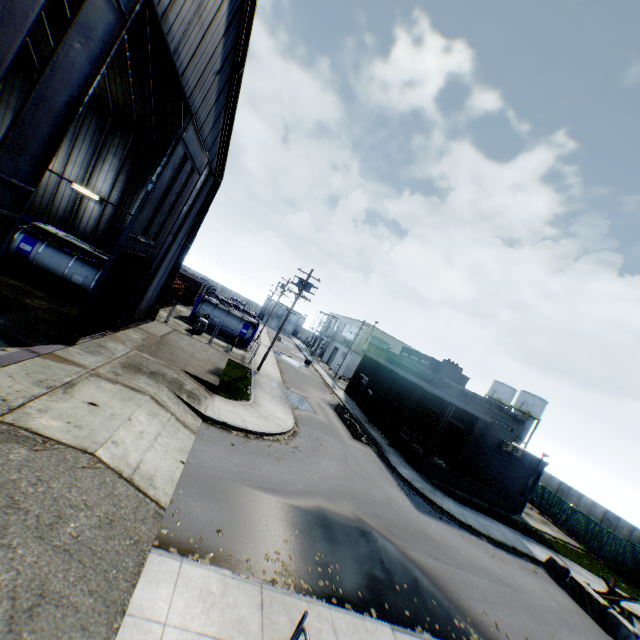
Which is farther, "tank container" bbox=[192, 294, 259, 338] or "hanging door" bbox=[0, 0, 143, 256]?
"tank container" bbox=[192, 294, 259, 338]

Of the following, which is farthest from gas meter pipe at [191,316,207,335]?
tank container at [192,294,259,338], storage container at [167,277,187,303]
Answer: storage container at [167,277,187,303]

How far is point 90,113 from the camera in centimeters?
1953cm

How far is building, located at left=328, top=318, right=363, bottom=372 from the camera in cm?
5436

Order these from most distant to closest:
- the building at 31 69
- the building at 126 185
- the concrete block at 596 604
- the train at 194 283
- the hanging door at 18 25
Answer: the train at 194 283 → the building at 31 69 → the concrete block at 596 604 → the building at 126 185 → the hanging door at 18 25

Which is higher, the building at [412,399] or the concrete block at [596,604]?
the building at [412,399]

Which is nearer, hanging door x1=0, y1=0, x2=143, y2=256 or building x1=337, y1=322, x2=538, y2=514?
hanging door x1=0, y1=0, x2=143, y2=256

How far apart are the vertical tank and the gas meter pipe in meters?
49.7
